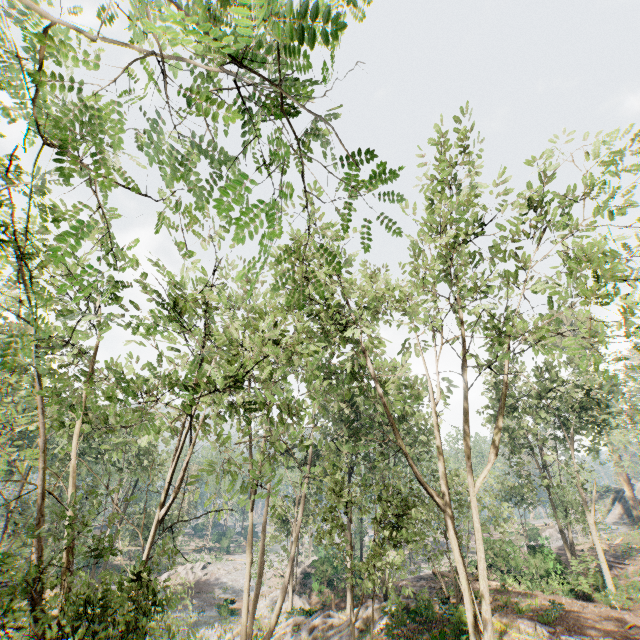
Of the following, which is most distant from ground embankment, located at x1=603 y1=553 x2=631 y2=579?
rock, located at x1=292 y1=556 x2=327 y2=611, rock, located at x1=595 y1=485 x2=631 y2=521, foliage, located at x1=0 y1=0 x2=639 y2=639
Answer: rock, located at x1=292 y1=556 x2=327 y2=611

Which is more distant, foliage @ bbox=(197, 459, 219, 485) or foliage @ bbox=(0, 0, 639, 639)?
foliage @ bbox=(197, 459, 219, 485)

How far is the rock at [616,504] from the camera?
49.78m

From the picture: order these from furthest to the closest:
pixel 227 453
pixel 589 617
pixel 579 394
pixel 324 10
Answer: pixel 579 394
pixel 589 617
pixel 227 453
pixel 324 10

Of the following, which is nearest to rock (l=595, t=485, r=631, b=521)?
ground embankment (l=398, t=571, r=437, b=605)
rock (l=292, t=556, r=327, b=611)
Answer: ground embankment (l=398, t=571, r=437, b=605)

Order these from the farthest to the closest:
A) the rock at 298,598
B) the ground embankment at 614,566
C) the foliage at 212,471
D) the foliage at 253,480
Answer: the rock at 298,598, the ground embankment at 614,566, the foliage at 212,471, the foliage at 253,480

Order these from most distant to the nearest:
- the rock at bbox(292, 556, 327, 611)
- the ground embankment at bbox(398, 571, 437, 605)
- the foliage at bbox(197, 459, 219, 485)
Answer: the rock at bbox(292, 556, 327, 611) → the ground embankment at bbox(398, 571, 437, 605) → the foliage at bbox(197, 459, 219, 485)

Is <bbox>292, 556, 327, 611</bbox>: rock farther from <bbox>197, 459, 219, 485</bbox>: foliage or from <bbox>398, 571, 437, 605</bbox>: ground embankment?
<bbox>398, 571, 437, 605</bbox>: ground embankment
